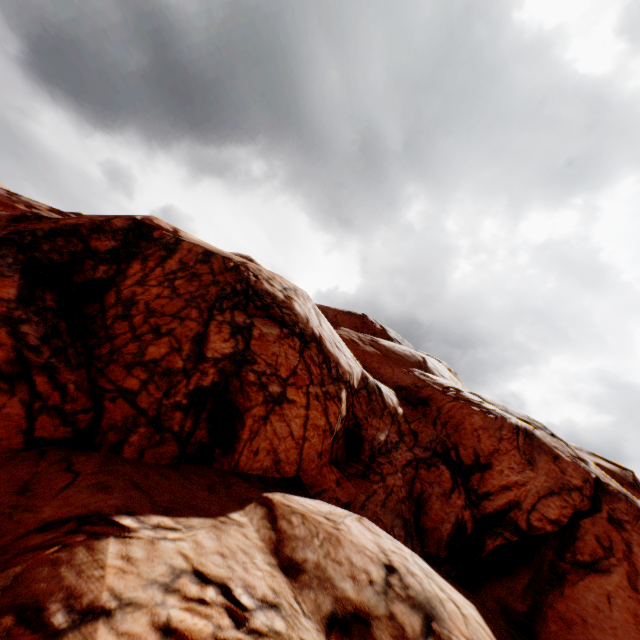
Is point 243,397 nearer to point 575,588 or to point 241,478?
point 241,478
